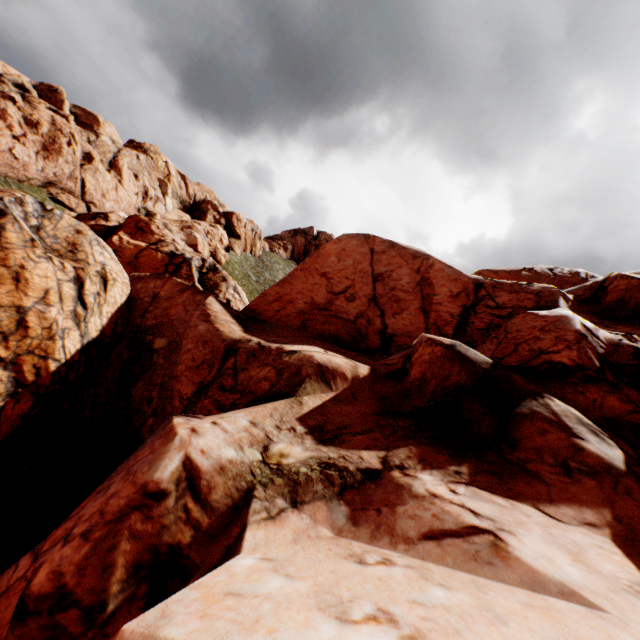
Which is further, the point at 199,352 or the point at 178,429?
the point at 199,352
